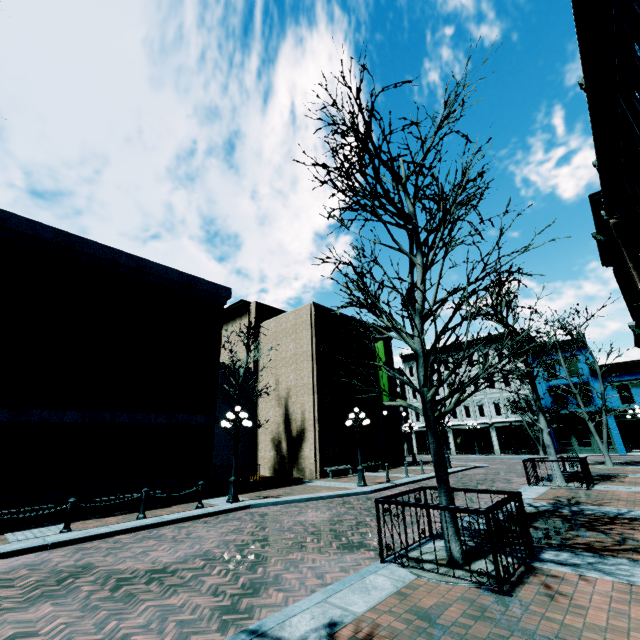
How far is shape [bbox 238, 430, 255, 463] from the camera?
23.1 meters

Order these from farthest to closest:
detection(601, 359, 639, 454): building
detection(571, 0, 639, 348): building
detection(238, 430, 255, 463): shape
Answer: detection(601, 359, 639, 454): building → detection(238, 430, 255, 463): shape → detection(571, 0, 639, 348): building

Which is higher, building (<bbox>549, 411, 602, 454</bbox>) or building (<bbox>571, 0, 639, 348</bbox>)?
building (<bbox>571, 0, 639, 348</bbox>)

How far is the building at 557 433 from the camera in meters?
30.3 m

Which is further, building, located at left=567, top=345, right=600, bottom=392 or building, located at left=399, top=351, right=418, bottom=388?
building, located at left=399, top=351, right=418, bottom=388

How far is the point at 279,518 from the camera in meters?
10.2

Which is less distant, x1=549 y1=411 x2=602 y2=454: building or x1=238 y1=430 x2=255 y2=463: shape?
x1=238 y1=430 x2=255 y2=463: shape

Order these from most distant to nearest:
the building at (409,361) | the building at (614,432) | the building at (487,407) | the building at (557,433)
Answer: the building at (409,361), the building at (487,407), the building at (557,433), the building at (614,432)
